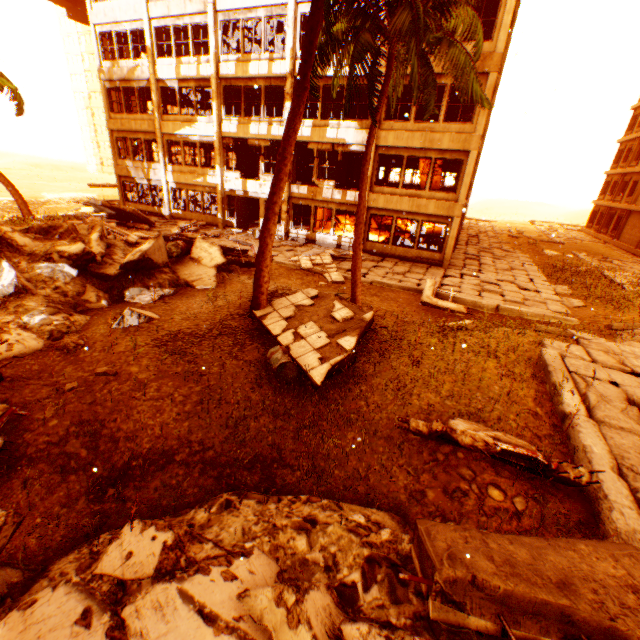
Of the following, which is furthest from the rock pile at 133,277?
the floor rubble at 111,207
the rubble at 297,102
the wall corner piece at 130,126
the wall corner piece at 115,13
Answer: the wall corner piece at 130,126

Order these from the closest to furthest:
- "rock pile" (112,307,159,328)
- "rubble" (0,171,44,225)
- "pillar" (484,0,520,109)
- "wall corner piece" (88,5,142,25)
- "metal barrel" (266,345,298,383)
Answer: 1. "metal barrel" (266,345,298,383)
2. "rock pile" (112,307,159,328)
3. "pillar" (484,0,520,109)
4. "rubble" (0,171,44,225)
5. "wall corner piece" (88,5,142,25)

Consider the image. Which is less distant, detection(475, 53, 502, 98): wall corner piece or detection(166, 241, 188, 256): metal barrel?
detection(166, 241, 188, 256): metal barrel

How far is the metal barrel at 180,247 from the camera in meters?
11.2 m

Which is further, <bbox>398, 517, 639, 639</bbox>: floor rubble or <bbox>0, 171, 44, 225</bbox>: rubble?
<bbox>0, 171, 44, 225</bbox>: rubble

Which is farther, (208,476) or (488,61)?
(488,61)

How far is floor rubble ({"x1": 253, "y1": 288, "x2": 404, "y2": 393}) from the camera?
7.2m

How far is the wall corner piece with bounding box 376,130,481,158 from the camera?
15.0m
